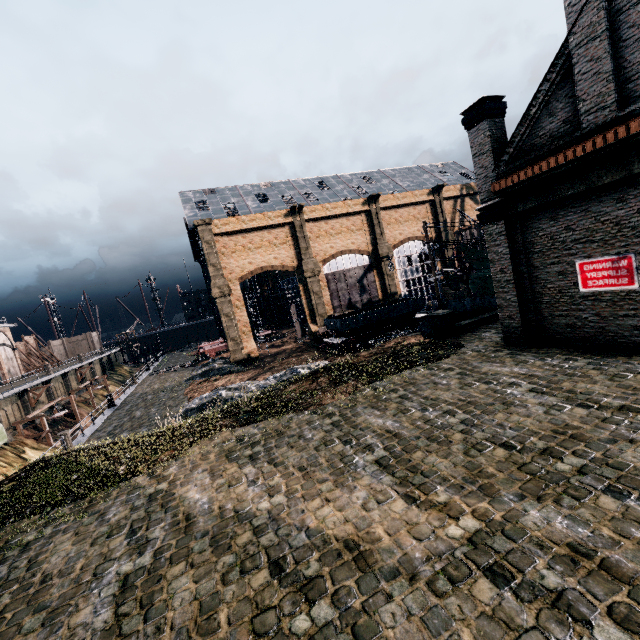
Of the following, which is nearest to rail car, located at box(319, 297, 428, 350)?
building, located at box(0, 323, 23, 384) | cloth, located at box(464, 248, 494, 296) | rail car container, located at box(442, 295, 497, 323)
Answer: cloth, located at box(464, 248, 494, 296)

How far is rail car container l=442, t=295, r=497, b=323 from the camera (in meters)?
22.31

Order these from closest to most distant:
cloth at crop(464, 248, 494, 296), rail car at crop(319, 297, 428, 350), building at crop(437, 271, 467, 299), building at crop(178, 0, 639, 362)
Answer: building at crop(178, 0, 639, 362)
rail car at crop(319, 297, 428, 350)
cloth at crop(464, 248, 494, 296)
building at crop(437, 271, 467, 299)

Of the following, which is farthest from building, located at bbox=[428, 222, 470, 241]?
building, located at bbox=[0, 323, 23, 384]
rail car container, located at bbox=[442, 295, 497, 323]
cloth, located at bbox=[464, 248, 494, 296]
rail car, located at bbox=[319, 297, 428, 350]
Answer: building, located at bbox=[0, 323, 23, 384]

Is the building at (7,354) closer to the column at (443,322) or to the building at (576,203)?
the building at (576,203)

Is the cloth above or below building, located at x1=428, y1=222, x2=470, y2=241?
below

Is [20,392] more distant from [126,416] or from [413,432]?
[413,432]

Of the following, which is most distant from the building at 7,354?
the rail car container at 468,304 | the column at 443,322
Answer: the rail car container at 468,304
